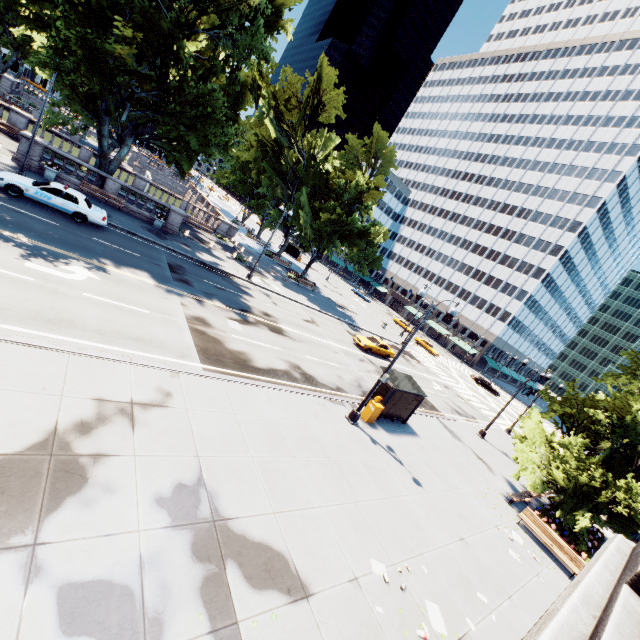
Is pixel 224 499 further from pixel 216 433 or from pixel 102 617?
pixel 102 617

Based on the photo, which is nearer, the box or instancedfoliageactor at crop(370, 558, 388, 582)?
instancedfoliageactor at crop(370, 558, 388, 582)

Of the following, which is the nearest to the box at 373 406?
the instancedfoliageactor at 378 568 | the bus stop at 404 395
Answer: the bus stop at 404 395

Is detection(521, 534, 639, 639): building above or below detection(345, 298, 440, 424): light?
above

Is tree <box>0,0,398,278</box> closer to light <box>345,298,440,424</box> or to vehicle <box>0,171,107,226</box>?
light <box>345,298,440,424</box>

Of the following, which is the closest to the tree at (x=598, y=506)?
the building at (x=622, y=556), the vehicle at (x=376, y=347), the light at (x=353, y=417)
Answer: the light at (x=353, y=417)

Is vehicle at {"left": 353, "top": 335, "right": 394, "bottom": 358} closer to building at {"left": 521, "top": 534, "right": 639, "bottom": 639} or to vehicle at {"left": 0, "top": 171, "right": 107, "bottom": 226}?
vehicle at {"left": 0, "top": 171, "right": 107, "bottom": 226}

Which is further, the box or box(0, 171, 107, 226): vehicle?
box(0, 171, 107, 226): vehicle
